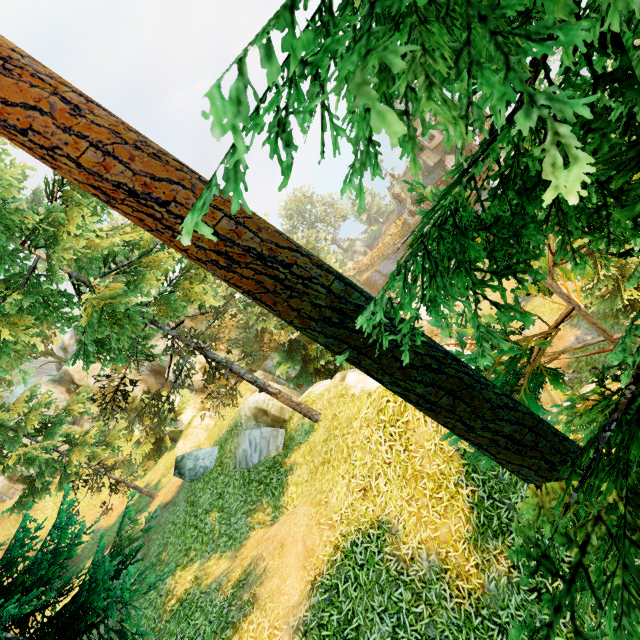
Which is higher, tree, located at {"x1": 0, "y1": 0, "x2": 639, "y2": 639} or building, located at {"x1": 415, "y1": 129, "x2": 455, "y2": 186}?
tree, located at {"x1": 0, "y1": 0, "x2": 639, "y2": 639}

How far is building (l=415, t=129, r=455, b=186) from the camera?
40.8m

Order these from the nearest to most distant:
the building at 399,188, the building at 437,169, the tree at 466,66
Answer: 1. the tree at 466,66
2. the building at 437,169
3. the building at 399,188

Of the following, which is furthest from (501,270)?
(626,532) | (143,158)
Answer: (143,158)

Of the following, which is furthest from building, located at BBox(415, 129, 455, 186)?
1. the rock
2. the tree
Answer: the rock

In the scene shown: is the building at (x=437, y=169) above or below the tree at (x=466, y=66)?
below

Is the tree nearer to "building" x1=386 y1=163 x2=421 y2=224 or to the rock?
the rock
